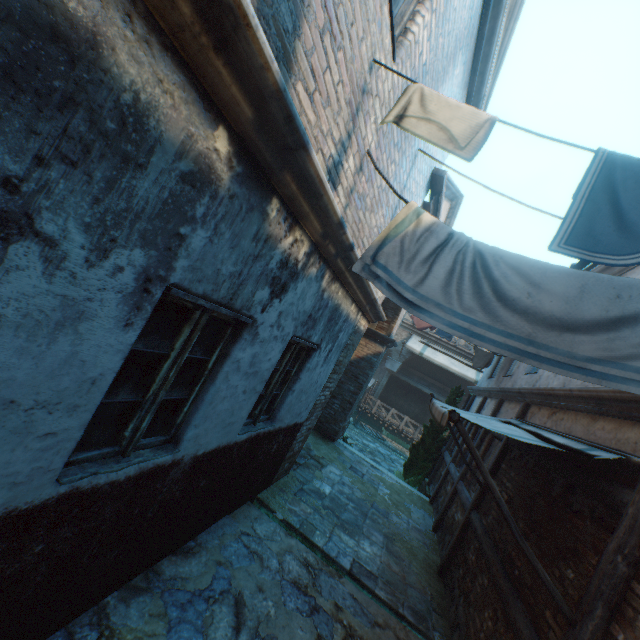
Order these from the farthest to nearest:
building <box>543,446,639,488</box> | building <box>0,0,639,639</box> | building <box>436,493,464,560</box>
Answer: building <box>436,493,464,560</box>
building <box>543,446,639,488</box>
building <box>0,0,639,639</box>

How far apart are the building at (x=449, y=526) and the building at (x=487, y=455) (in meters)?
0.23

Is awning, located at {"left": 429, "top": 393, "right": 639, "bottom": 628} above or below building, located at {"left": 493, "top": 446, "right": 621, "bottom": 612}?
above

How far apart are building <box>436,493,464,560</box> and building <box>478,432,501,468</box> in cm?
23

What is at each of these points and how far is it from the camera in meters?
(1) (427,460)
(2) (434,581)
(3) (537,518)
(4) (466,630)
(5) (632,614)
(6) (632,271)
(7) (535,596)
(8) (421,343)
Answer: (1) tree, 12.2
(2) straw, 5.9
(3) building, 4.1
(4) building, 4.4
(5) building, 2.3
(6) building, 5.0
(7) building, 3.4
(8) awning, 21.1

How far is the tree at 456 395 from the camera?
12.5m

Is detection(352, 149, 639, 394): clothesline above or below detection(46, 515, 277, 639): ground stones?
above

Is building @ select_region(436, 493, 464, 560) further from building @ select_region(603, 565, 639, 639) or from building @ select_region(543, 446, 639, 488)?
building @ select_region(603, 565, 639, 639)
